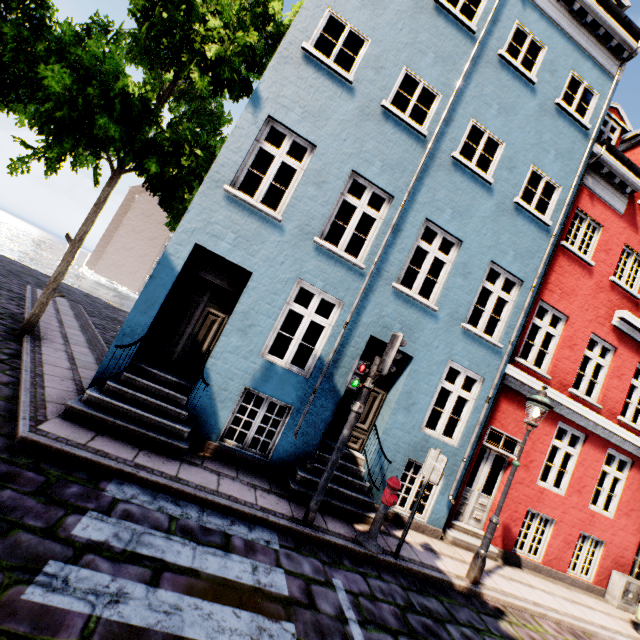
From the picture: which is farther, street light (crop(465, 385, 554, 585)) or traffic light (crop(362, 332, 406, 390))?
street light (crop(465, 385, 554, 585))

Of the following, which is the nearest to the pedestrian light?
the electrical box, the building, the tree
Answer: the building

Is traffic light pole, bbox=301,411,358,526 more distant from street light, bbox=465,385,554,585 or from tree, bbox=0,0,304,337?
tree, bbox=0,0,304,337

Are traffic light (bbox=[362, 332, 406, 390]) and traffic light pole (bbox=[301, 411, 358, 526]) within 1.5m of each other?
yes

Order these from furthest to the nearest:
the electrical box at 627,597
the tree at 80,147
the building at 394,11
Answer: the electrical box at 627,597
the building at 394,11
the tree at 80,147

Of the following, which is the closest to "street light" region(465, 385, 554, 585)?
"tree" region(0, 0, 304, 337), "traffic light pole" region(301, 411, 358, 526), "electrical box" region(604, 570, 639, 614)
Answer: "traffic light pole" region(301, 411, 358, 526)

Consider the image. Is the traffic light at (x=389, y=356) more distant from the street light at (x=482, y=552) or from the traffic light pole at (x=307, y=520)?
the street light at (x=482, y=552)

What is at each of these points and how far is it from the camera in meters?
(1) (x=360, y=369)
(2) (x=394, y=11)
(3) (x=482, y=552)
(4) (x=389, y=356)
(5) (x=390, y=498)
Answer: (1) pedestrian light, 5.4
(2) building, 7.2
(3) street light, 6.1
(4) traffic light, 5.3
(5) hydrant, 5.5
